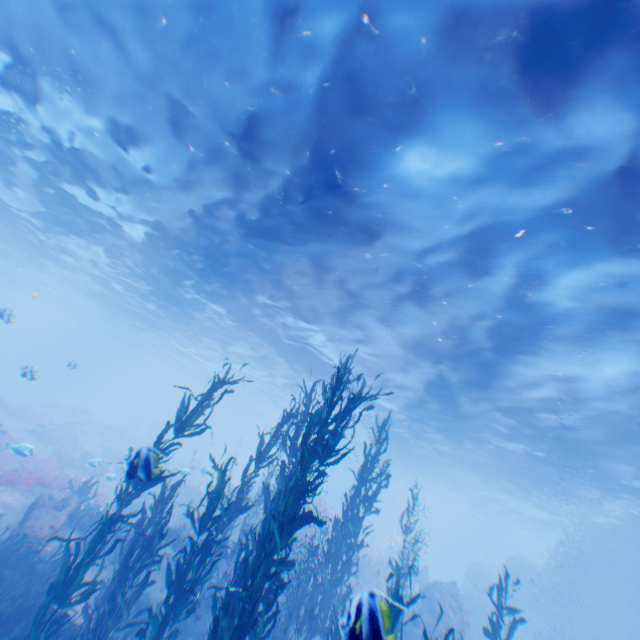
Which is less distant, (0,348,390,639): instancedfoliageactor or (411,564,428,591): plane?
(0,348,390,639): instancedfoliageactor

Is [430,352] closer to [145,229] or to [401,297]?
[401,297]

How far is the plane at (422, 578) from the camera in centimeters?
2579cm

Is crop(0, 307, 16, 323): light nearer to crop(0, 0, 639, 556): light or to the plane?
crop(0, 0, 639, 556): light

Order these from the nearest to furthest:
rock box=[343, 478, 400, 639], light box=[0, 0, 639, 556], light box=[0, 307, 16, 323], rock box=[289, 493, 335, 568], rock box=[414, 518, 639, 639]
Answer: rock box=[343, 478, 400, 639] < light box=[0, 0, 639, 556] < light box=[0, 307, 16, 323] < rock box=[414, 518, 639, 639] < rock box=[289, 493, 335, 568]

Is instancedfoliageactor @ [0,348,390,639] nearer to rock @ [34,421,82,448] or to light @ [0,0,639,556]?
light @ [0,0,639,556]

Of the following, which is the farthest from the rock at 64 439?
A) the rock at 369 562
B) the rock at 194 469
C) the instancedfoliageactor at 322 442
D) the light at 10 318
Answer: the instancedfoliageactor at 322 442

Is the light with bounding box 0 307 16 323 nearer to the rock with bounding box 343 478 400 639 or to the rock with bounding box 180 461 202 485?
the rock with bounding box 343 478 400 639
